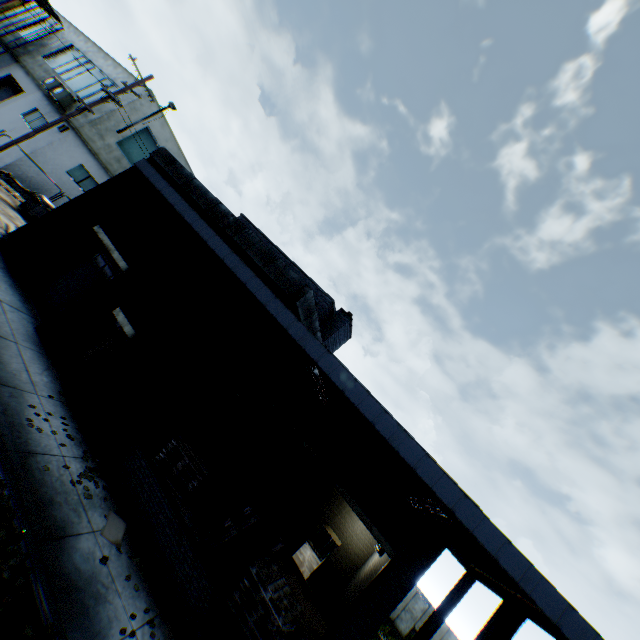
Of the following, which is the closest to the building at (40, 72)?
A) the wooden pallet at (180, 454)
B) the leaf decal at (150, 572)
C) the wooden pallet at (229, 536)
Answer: the leaf decal at (150, 572)

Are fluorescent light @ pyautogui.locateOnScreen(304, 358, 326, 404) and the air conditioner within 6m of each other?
Answer: no

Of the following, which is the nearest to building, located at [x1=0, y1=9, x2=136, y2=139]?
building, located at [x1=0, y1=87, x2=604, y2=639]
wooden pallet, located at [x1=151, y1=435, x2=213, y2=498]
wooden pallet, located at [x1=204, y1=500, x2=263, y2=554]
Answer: building, located at [x1=0, y1=87, x2=604, y2=639]

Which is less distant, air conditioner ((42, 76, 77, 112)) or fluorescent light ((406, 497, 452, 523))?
fluorescent light ((406, 497, 452, 523))

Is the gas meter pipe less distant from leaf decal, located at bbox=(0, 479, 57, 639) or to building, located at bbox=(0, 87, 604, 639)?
building, located at bbox=(0, 87, 604, 639)

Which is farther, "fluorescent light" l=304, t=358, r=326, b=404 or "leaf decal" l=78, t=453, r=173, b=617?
"fluorescent light" l=304, t=358, r=326, b=404

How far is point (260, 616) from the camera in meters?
6.8 m

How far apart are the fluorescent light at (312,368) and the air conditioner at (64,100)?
23.3 meters
